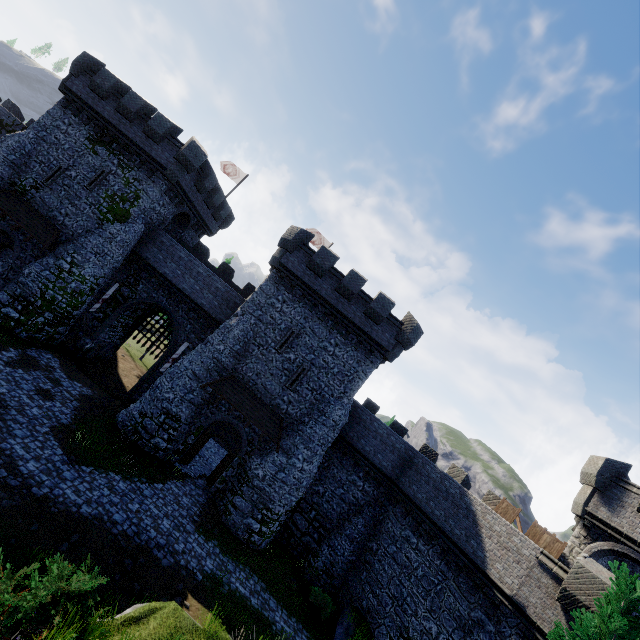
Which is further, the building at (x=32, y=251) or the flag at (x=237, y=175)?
the flag at (x=237, y=175)

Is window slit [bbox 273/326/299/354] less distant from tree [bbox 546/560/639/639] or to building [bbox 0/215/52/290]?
building [bbox 0/215/52/290]

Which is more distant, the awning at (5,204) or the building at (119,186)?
the building at (119,186)

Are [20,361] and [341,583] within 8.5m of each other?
no

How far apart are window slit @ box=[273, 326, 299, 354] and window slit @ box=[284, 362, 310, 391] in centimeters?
133cm

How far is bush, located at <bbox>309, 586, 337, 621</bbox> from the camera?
17.8 meters

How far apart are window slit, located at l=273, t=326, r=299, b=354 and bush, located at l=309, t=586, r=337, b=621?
13.6m

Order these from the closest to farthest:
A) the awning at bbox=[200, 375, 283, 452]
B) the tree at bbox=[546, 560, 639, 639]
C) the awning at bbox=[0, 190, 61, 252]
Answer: the tree at bbox=[546, 560, 639, 639] < the awning at bbox=[200, 375, 283, 452] < the awning at bbox=[0, 190, 61, 252]
